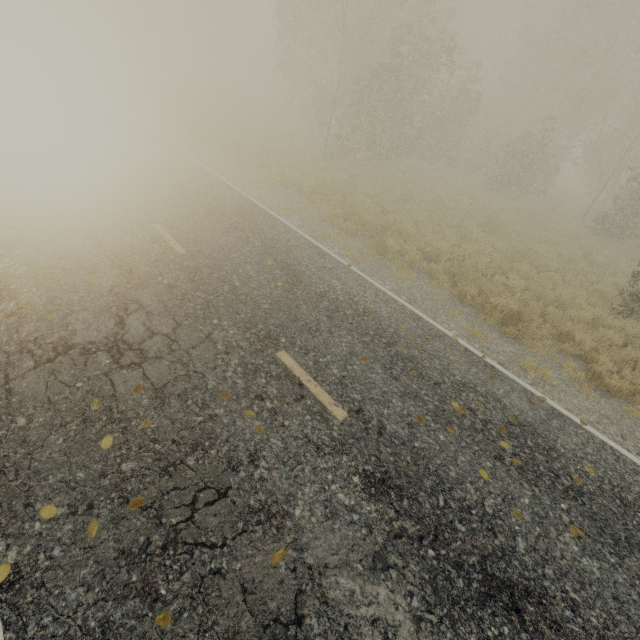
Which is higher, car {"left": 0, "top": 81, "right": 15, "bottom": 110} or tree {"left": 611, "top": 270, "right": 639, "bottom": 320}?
car {"left": 0, "top": 81, "right": 15, "bottom": 110}

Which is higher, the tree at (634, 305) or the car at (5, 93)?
the car at (5, 93)

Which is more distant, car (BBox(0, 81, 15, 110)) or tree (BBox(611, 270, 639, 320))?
car (BBox(0, 81, 15, 110))

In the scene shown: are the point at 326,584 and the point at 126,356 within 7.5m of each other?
yes

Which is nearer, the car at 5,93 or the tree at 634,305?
the tree at 634,305
